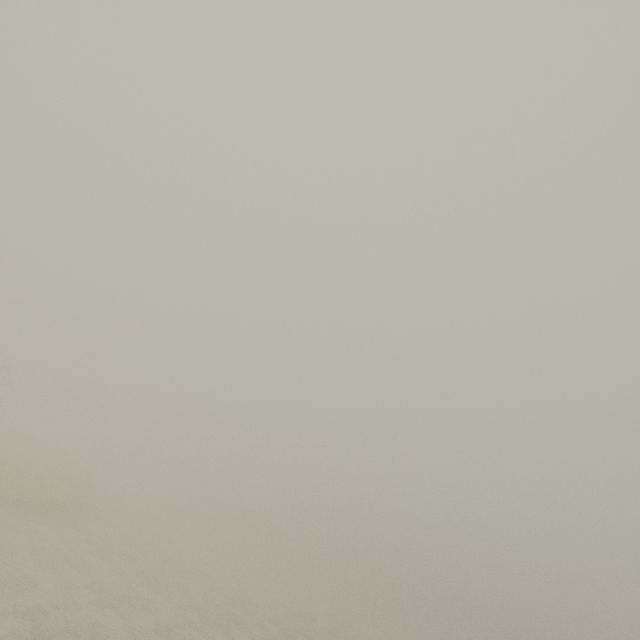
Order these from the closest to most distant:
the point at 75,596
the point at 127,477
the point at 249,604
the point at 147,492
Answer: the point at 75,596
the point at 249,604
the point at 147,492
the point at 127,477
